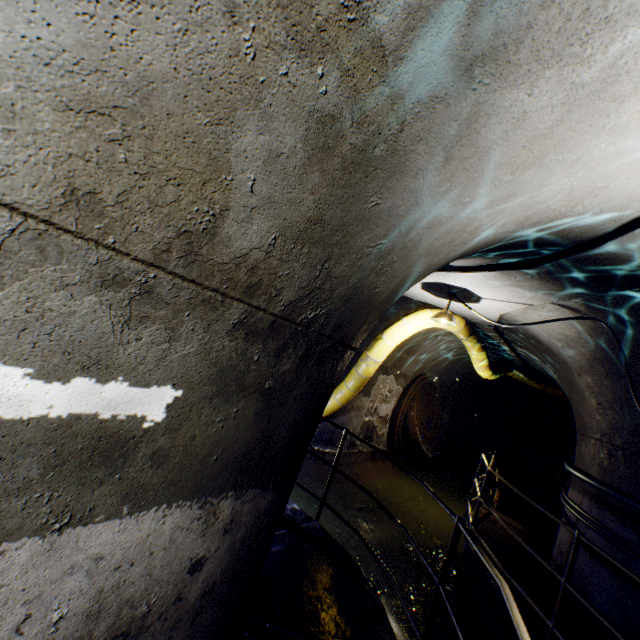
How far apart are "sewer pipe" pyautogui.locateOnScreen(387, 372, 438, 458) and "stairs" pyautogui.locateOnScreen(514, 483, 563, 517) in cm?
280

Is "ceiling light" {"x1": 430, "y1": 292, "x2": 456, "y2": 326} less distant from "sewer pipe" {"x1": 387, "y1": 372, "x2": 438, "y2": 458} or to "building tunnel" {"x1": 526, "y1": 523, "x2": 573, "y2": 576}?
"building tunnel" {"x1": 526, "y1": 523, "x2": 573, "y2": 576}

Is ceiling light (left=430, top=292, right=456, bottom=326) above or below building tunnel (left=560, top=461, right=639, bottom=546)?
above

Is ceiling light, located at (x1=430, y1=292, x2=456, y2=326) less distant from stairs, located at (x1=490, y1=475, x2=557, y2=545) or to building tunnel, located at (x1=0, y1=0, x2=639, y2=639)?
building tunnel, located at (x1=0, y1=0, x2=639, y2=639)

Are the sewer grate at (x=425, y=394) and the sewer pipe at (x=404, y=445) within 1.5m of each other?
yes

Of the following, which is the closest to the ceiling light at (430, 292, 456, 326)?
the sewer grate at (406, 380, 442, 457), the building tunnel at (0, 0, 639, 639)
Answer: the building tunnel at (0, 0, 639, 639)

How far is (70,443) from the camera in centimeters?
99cm

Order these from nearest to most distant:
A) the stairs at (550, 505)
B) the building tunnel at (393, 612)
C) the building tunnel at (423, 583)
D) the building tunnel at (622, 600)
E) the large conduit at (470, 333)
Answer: the building tunnel at (622, 600) < the building tunnel at (393, 612) < the building tunnel at (423, 583) < the large conduit at (470, 333) < the stairs at (550, 505)
